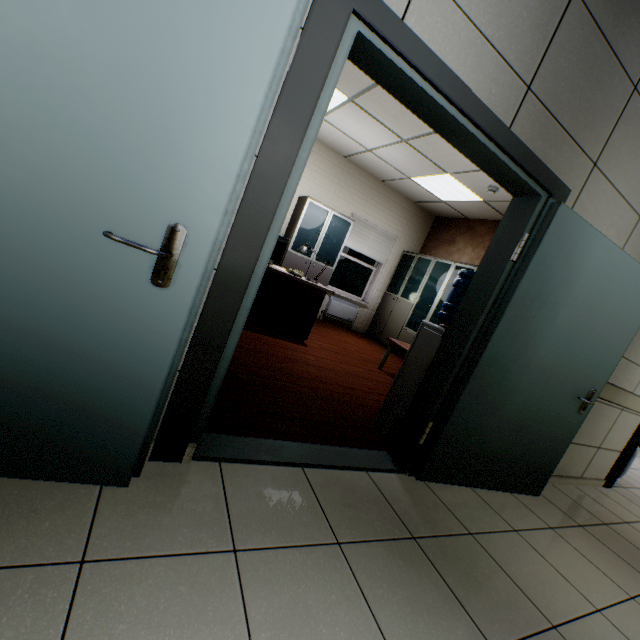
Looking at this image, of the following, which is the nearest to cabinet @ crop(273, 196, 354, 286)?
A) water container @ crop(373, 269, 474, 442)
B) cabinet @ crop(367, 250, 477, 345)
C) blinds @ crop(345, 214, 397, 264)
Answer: blinds @ crop(345, 214, 397, 264)

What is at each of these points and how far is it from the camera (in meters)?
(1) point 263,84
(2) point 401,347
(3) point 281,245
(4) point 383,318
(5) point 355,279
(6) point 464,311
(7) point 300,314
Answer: (1) door, 1.03
(2) table, 4.65
(3) monitor, 4.22
(4) cabinet, 7.50
(5) window, 7.61
(6) door, 2.23
(7) table, 4.58

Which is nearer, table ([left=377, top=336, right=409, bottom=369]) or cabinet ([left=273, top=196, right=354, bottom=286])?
table ([left=377, top=336, right=409, bottom=369])

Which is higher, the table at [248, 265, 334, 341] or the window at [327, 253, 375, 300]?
the window at [327, 253, 375, 300]

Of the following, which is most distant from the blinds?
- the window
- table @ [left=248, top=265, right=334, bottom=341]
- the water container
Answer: the water container

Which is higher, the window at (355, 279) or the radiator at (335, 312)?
Result: the window at (355, 279)

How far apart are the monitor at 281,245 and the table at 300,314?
0.09m

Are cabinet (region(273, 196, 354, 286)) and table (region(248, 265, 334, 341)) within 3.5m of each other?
yes
